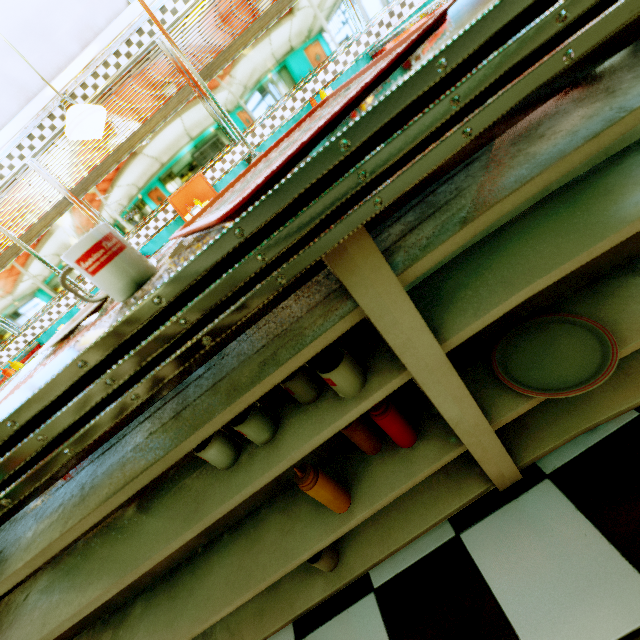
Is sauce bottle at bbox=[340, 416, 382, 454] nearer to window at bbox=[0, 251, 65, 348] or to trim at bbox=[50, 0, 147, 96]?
trim at bbox=[50, 0, 147, 96]

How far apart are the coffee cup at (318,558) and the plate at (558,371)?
0.8m

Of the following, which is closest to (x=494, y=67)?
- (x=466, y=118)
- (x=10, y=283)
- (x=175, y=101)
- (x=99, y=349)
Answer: (x=466, y=118)

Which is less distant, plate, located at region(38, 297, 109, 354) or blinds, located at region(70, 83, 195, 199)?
plate, located at region(38, 297, 109, 354)

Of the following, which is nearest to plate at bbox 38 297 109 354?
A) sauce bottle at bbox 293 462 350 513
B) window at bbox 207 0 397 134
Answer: sauce bottle at bbox 293 462 350 513

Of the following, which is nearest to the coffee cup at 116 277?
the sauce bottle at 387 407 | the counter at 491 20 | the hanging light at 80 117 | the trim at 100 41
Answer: the counter at 491 20

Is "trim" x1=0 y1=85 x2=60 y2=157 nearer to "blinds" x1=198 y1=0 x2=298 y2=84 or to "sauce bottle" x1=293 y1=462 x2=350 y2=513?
"blinds" x1=198 y1=0 x2=298 y2=84

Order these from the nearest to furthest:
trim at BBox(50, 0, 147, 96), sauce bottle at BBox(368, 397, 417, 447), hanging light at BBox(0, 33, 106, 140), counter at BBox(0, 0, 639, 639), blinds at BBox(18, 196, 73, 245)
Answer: counter at BBox(0, 0, 639, 639) → sauce bottle at BBox(368, 397, 417, 447) → hanging light at BBox(0, 33, 106, 140) → trim at BBox(50, 0, 147, 96) → blinds at BBox(18, 196, 73, 245)
